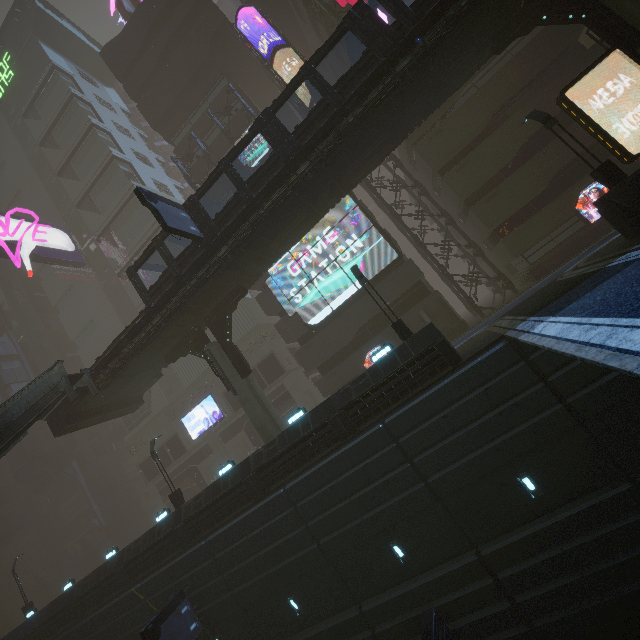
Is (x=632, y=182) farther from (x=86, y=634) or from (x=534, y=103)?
Result: (x=86, y=634)

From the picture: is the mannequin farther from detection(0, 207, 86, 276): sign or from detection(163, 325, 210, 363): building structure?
detection(0, 207, 86, 276): sign

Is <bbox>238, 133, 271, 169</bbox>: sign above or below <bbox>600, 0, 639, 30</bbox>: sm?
above

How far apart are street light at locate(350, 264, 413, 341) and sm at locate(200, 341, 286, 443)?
9.38m

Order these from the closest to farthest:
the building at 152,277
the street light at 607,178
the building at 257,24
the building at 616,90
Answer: the street light at 607,178
the building at 616,90
the building at 257,24
the building at 152,277

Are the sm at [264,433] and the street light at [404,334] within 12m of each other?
yes

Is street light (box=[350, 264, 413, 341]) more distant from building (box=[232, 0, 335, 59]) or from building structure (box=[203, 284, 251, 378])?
building structure (box=[203, 284, 251, 378])

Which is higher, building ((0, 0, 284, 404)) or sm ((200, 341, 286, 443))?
building ((0, 0, 284, 404))
